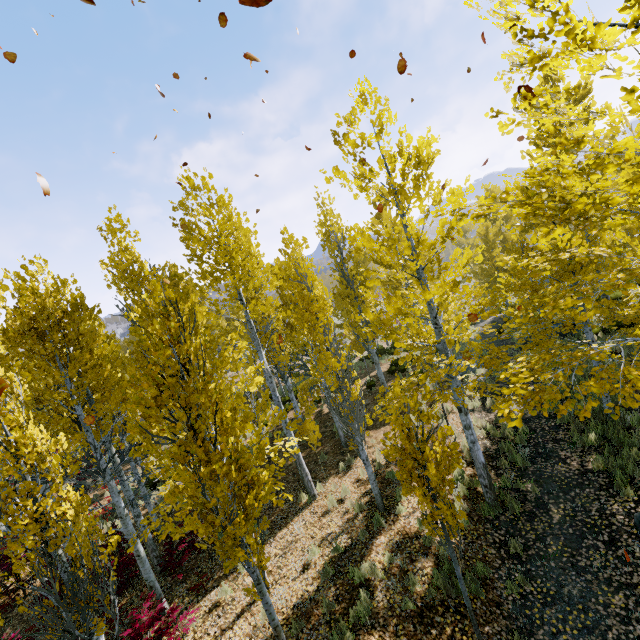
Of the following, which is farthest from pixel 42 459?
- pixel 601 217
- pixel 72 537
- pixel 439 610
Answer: pixel 601 217

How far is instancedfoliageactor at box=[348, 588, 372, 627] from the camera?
5.9 meters

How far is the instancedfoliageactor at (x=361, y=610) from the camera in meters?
5.9 m

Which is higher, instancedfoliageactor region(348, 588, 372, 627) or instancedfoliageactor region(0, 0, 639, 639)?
instancedfoliageactor region(0, 0, 639, 639)

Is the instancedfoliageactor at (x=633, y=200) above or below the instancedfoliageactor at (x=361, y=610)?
above

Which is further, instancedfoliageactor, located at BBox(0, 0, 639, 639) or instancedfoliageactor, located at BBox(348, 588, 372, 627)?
instancedfoliageactor, located at BBox(348, 588, 372, 627)
